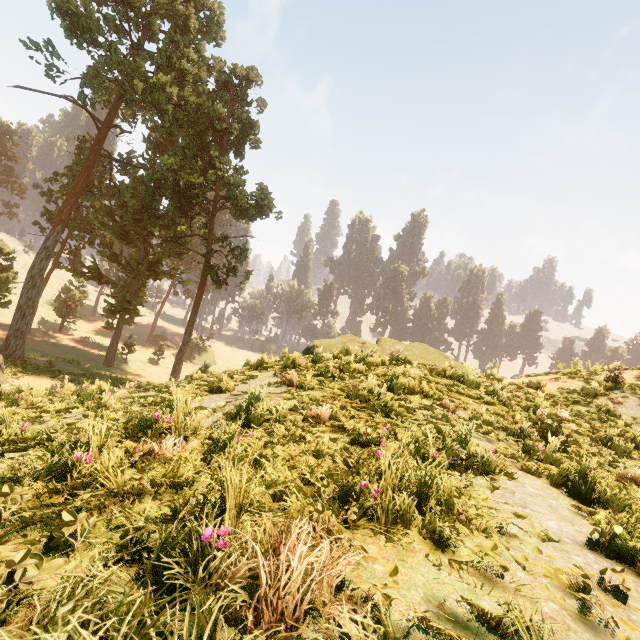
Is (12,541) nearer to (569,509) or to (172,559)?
(172,559)

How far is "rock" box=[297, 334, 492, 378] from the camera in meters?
9.7

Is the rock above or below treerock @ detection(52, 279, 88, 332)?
above

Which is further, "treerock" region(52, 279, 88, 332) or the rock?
"treerock" region(52, 279, 88, 332)

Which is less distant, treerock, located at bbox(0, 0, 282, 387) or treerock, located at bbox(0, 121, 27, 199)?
treerock, located at bbox(0, 0, 282, 387)

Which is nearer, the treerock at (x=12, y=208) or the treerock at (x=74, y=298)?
the treerock at (x=74, y=298)

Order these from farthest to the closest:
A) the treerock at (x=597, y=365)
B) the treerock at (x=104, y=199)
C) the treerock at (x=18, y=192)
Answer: the treerock at (x=18, y=192) → the treerock at (x=104, y=199) → the treerock at (x=597, y=365)
